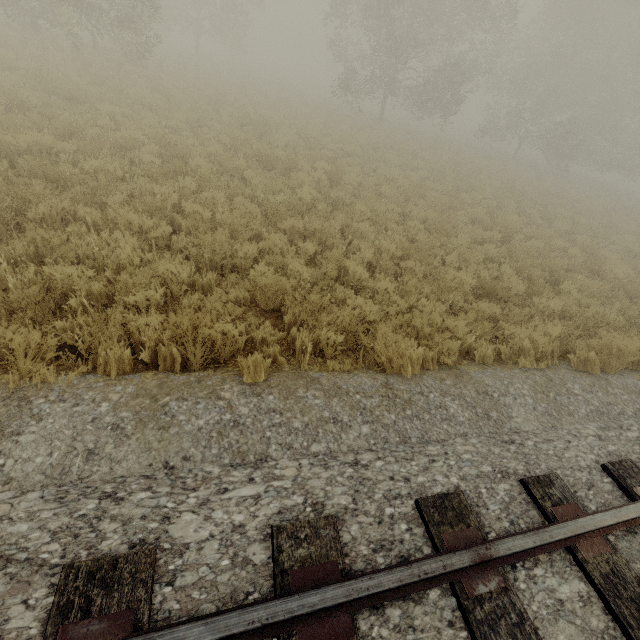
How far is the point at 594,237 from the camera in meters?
13.5
